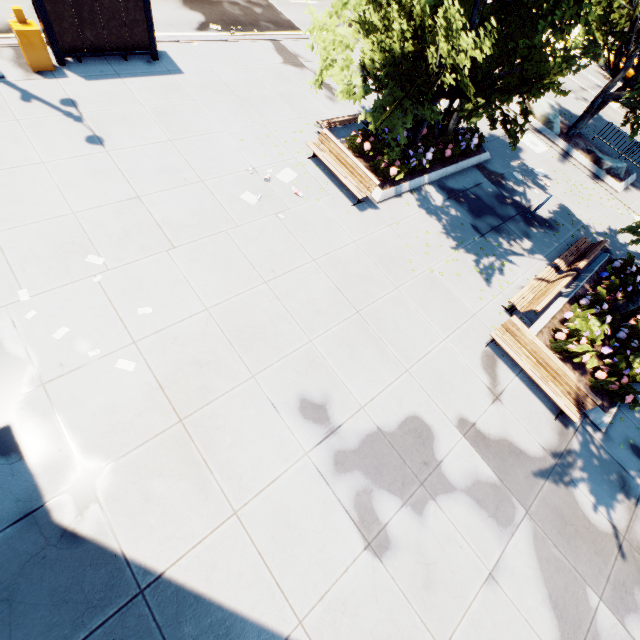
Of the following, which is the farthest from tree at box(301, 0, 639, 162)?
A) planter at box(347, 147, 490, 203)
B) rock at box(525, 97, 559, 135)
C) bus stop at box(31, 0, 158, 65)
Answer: bus stop at box(31, 0, 158, 65)

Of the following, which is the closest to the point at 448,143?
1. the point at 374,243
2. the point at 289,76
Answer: the point at 374,243

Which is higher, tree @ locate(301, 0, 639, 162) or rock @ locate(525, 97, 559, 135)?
tree @ locate(301, 0, 639, 162)

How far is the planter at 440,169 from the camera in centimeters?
1145cm

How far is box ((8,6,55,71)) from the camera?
9.3m

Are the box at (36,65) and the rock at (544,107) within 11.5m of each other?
no

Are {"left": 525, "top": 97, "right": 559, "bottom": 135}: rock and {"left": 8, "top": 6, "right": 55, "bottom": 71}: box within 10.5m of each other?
no

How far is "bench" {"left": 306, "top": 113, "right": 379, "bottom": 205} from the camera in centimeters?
1058cm
